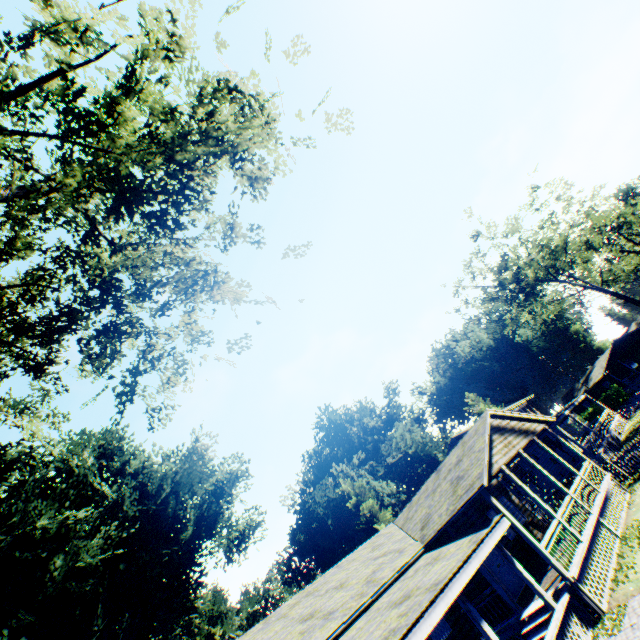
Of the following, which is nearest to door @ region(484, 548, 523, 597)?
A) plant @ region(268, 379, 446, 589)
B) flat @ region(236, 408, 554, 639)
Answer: flat @ region(236, 408, 554, 639)

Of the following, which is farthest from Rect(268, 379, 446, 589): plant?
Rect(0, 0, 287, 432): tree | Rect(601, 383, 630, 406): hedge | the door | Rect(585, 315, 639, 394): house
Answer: the door

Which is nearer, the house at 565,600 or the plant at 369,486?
the house at 565,600

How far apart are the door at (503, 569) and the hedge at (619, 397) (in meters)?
47.56

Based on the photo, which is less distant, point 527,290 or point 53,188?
point 53,188

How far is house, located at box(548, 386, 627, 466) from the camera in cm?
2520

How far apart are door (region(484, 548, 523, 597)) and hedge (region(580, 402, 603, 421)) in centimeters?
4756cm
